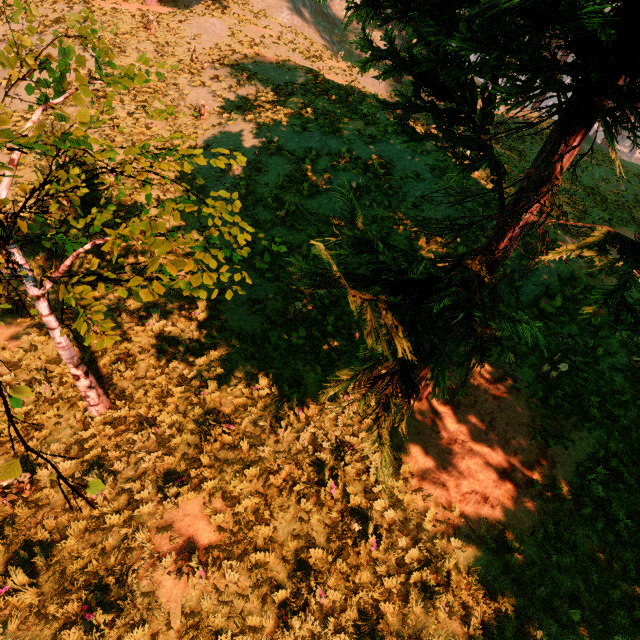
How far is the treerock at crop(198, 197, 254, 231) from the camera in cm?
386

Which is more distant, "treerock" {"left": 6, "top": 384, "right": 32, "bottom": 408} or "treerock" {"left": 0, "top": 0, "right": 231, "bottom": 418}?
"treerock" {"left": 0, "top": 0, "right": 231, "bottom": 418}

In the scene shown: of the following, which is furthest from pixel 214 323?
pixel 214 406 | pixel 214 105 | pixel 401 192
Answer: pixel 214 105

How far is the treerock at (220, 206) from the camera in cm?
386

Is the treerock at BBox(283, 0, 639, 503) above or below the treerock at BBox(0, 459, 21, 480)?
above
